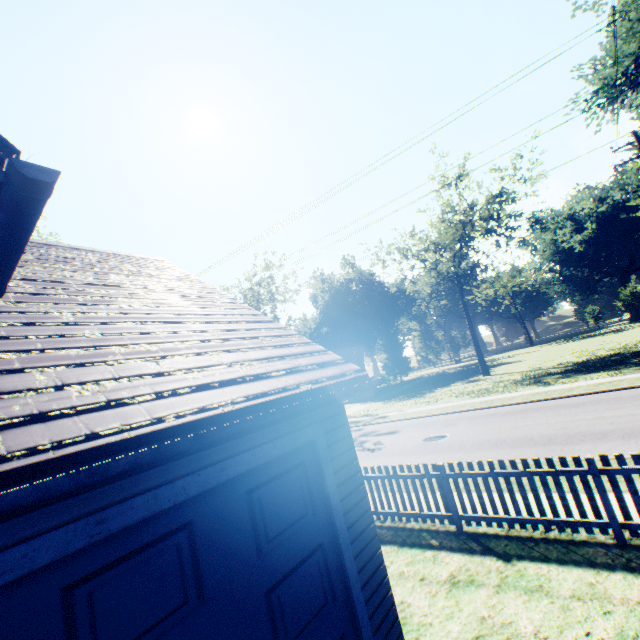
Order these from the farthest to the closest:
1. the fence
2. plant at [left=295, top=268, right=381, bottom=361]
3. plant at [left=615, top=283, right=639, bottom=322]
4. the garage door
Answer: plant at [left=295, top=268, right=381, bottom=361]
plant at [left=615, top=283, right=639, bottom=322]
the fence
the garage door

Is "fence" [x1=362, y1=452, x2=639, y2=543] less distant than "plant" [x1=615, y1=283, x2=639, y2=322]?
Yes

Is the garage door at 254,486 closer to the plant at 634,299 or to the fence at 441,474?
the fence at 441,474

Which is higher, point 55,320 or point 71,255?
point 71,255

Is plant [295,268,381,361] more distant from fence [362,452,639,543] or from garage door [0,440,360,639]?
garage door [0,440,360,639]

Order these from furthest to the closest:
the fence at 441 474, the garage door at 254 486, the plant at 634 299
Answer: the plant at 634 299 → the fence at 441 474 → the garage door at 254 486

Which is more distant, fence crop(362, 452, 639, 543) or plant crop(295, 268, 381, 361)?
plant crop(295, 268, 381, 361)

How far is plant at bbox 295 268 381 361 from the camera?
55.09m
